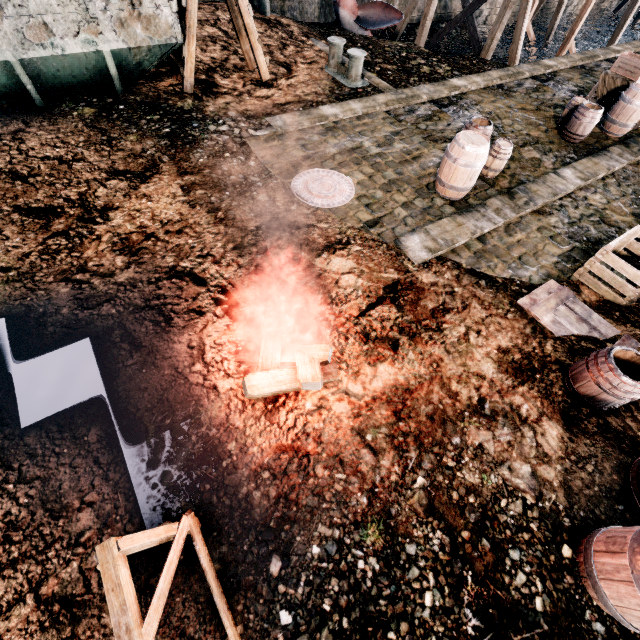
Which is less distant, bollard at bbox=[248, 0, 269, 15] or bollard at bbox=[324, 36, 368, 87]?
bollard at bbox=[324, 36, 368, 87]

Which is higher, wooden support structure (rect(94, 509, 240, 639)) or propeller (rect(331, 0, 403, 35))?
wooden support structure (rect(94, 509, 240, 639))

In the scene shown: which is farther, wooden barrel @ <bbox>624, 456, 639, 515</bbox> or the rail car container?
the rail car container

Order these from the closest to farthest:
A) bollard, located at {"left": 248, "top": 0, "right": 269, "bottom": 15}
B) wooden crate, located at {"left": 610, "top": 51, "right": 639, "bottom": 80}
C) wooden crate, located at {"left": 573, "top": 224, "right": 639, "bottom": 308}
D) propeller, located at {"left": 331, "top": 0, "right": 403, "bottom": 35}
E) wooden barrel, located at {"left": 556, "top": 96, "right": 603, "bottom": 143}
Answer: wooden crate, located at {"left": 573, "top": 224, "right": 639, "bottom": 308} → wooden barrel, located at {"left": 556, "top": 96, "right": 603, "bottom": 143} → wooden crate, located at {"left": 610, "top": 51, "right": 639, "bottom": 80} → bollard, located at {"left": 248, "top": 0, "right": 269, "bottom": 15} → propeller, located at {"left": 331, "top": 0, "right": 403, "bottom": 35}

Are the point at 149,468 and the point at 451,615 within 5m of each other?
yes

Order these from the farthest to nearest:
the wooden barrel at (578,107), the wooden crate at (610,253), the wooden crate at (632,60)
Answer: the wooden crate at (632,60)
the wooden barrel at (578,107)
the wooden crate at (610,253)

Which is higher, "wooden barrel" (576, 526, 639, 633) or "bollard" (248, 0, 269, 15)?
"wooden barrel" (576, 526, 639, 633)

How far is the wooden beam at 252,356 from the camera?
4.2m
